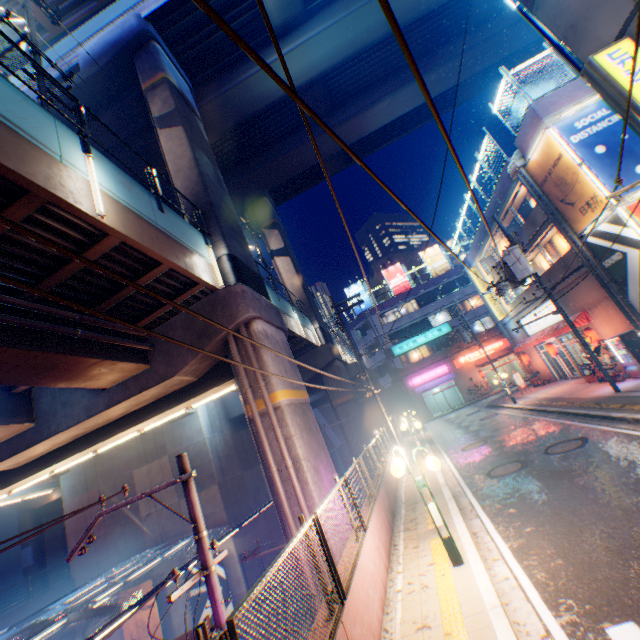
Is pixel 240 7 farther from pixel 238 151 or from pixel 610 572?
pixel 610 572

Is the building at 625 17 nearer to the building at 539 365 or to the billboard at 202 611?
the building at 539 365

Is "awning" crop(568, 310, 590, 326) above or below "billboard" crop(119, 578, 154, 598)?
above

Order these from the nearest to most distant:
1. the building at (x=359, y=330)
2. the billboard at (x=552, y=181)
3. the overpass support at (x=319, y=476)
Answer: the overpass support at (x=319, y=476)
the billboard at (x=552, y=181)
the building at (x=359, y=330)

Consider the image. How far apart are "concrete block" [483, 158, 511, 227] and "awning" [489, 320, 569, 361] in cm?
797

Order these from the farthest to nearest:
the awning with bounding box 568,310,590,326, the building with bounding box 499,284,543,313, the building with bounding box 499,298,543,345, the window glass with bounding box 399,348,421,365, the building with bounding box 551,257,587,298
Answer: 1. the window glass with bounding box 399,348,421,365
2. the building with bounding box 499,298,543,345
3. the building with bounding box 499,284,543,313
4. the awning with bounding box 568,310,590,326
5. the building with bounding box 551,257,587,298

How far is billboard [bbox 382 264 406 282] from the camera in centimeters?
4562cm

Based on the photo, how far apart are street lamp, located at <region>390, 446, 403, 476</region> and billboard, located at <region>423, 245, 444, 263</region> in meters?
40.7 m
